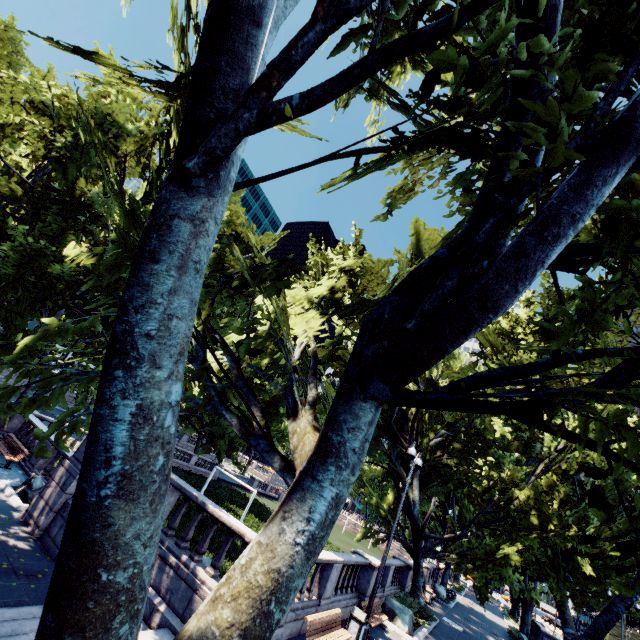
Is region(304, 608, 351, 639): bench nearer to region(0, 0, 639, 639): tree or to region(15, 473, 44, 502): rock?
region(0, 0, 639, 639): tree

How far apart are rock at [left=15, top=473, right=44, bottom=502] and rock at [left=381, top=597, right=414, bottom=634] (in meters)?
16.88

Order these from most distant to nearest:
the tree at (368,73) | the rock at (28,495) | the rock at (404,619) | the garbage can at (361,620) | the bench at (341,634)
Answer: the rock at (404,619) < the rock at (28,495) < the garbage can at (361,620) < the bench at (341,634) < the tree at (368,73)

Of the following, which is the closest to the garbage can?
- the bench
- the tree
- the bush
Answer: the bench

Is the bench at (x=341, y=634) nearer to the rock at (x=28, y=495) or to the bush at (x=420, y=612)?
the bush at (x=420, y=612)

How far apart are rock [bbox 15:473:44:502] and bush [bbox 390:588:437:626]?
18.5 meters

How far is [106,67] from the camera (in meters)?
5.42

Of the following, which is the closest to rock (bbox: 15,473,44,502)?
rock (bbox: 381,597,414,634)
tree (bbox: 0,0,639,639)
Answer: tree (bbox: 0,0,639,639)
